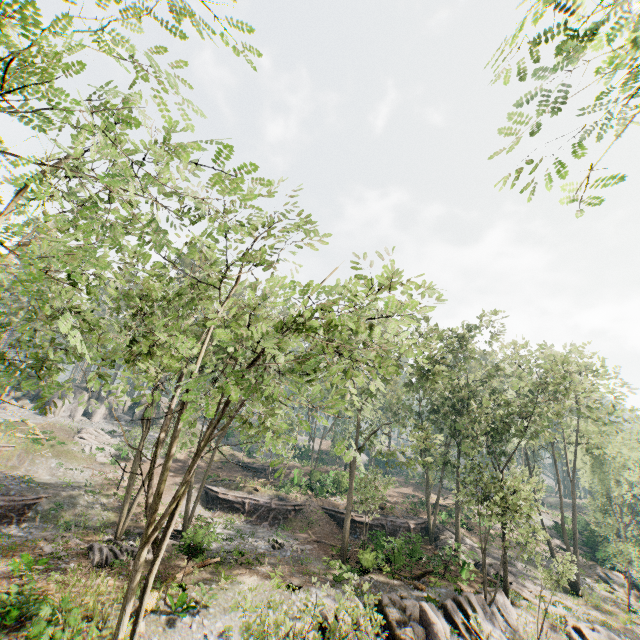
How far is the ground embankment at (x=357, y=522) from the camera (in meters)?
30.81

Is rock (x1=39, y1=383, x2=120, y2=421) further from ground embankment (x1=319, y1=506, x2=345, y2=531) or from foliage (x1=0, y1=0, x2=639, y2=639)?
ground embankment (x1=319, y1=506, x2=345, y2=531)

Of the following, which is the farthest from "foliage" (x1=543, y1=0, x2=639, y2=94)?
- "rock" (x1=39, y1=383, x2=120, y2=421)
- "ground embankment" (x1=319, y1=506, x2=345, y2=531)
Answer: "rock" (x1=39, y1=383, x2=120, y2=421)

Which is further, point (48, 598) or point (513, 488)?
point (513, 488)

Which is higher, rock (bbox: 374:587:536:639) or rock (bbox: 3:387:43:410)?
rock (bbox: 3:387:43:410)

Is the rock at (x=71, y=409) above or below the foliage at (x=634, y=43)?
below

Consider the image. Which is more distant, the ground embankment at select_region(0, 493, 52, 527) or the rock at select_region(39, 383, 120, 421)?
the rock at select_region(39, 383, 120, 421)

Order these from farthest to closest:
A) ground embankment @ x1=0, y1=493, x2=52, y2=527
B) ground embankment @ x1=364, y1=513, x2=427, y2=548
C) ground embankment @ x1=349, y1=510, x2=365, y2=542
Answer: ground embankment @ x1=349, y1=510, x2=365, y2=542 → ground embankment @ x1=364, y1=513, x2=427, y2=548 → ground embankment @ x1=0, y1=493, x2=52, y2=527
